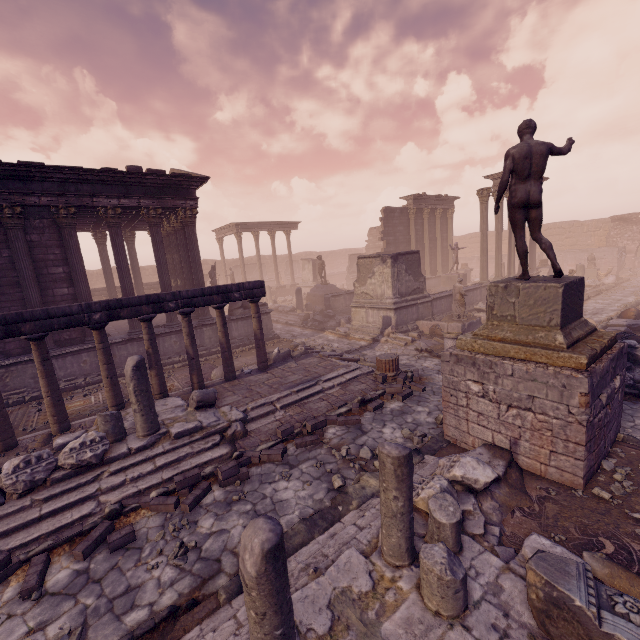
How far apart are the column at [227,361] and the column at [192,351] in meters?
0.6 m

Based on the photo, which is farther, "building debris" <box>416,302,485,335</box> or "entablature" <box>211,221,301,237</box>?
"entablature" <box>211,221,301,237</box>

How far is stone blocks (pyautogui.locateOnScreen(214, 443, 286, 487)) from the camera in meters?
6.0

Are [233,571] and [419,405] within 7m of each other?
yes

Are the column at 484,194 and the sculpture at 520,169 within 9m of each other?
no

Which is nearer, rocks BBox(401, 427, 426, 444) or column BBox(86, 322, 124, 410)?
rocks BBox(401, 427, 426, 444)

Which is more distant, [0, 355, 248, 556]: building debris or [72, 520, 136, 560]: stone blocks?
[0, 355, 248, 556]: building debris

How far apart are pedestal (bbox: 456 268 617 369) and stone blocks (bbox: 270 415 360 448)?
2.9 meters
